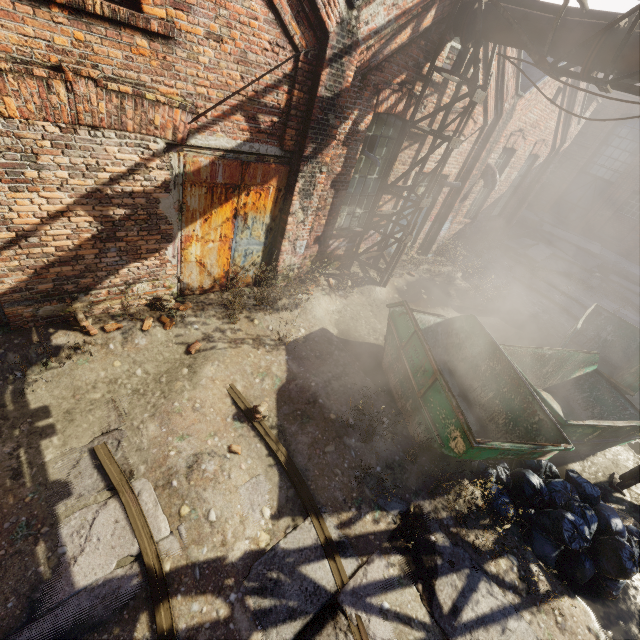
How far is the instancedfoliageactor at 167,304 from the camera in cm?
557

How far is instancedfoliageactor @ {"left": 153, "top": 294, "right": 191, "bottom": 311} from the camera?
5.6 meters

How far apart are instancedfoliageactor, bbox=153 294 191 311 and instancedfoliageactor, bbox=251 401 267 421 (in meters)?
1.86

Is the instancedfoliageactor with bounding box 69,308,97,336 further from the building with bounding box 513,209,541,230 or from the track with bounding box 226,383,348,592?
the building with bounding box 513,209,541,230

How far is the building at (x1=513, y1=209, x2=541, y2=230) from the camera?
19.20m

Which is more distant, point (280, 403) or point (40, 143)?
point (280, 403)

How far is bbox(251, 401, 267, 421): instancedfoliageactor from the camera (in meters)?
4.92

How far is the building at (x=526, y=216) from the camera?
19.2m
